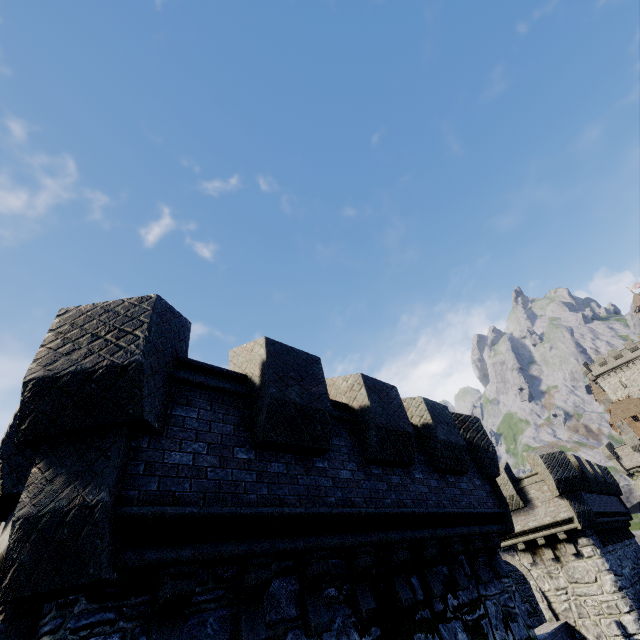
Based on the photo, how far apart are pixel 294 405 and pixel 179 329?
2.2m

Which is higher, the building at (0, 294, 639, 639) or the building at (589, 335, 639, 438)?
the building at (589, 335, 639, 438)

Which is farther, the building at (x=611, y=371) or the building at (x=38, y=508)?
the building at (x=611, y=371)

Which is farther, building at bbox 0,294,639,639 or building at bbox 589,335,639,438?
building at bbox 589,335,639,438

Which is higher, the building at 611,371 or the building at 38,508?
the building at 611,371
